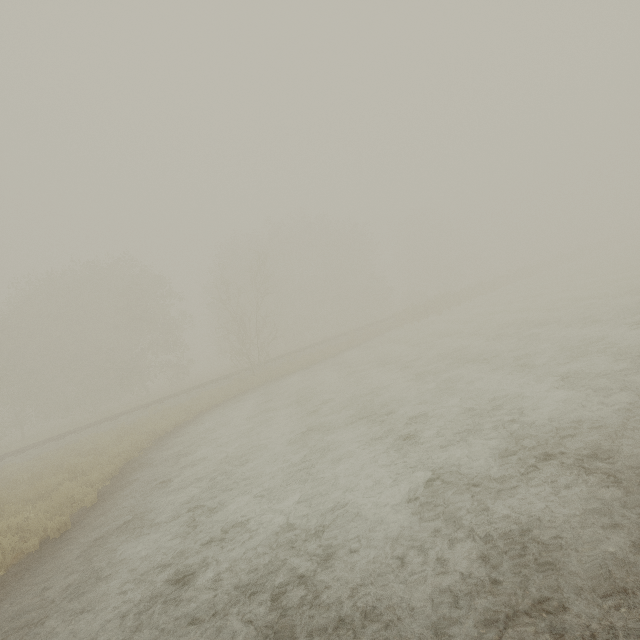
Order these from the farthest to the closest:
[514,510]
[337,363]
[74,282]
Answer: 1. [74,282]
2. [337,363]
3. [514,510]
